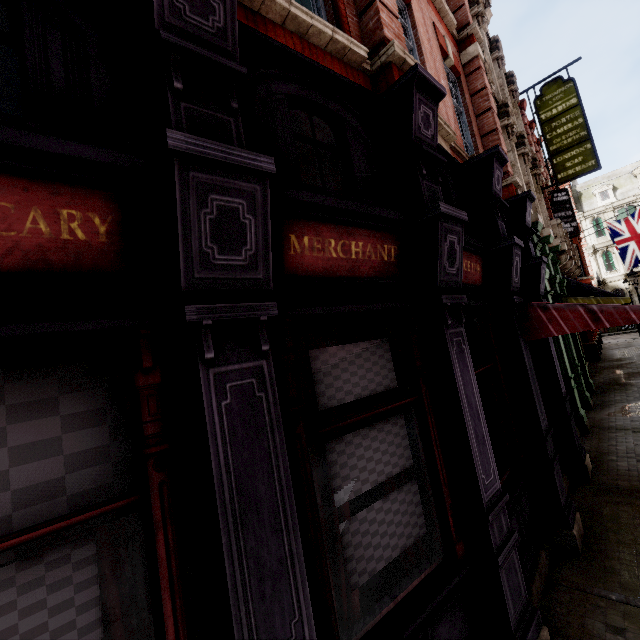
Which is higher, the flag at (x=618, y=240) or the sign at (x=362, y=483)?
the flag at (x=618, y=240)

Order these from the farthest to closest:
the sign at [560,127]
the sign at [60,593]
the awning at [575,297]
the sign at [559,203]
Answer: the sign at [559,203]
the sign at [560,127]
the awning at [575,297]
the sign at [60,593]

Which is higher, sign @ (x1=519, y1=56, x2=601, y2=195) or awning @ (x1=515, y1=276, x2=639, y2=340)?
sign @ (x1=519, y1=56, x2=601, y2=195)

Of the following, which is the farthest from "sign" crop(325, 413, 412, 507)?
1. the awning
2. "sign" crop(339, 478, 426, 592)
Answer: the awning

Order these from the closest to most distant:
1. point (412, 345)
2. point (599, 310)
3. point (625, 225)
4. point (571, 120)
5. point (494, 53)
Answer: point (412, 345) → point (599, 310) → point (494, 53) → point (571, 120) → point (625, 225)

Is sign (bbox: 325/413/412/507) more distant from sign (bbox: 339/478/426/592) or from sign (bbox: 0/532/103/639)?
sign (bbox: 0/532/103/639)

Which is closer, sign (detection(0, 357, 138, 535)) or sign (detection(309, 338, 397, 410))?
sign (detection(0, 357, 138, 535))

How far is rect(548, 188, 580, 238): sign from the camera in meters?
16.1 m
